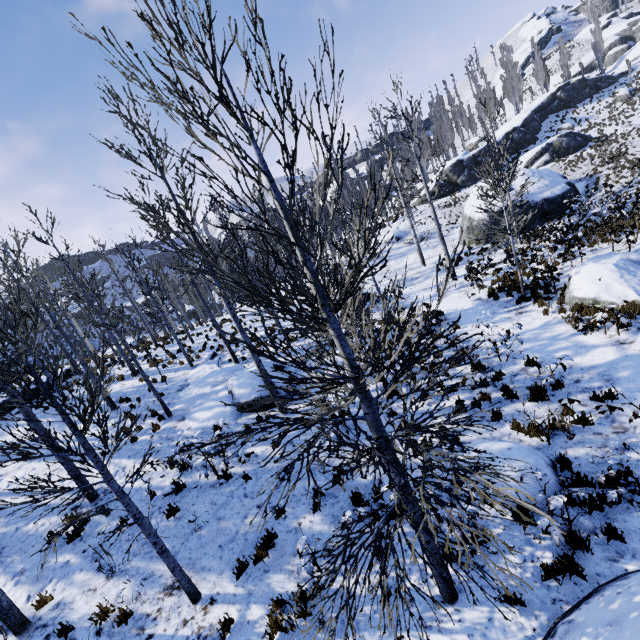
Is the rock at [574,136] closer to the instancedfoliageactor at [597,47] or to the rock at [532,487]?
the instancedfoliageactor at [597,47]

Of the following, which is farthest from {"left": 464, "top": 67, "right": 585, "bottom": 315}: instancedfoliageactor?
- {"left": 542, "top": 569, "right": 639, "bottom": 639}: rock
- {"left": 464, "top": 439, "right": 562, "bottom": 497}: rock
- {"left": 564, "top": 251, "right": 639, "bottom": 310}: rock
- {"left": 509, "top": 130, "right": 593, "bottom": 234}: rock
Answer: {"left": 542, "top": 569, "right": 639, "bottom": 639}: rock

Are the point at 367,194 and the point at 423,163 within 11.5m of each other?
no

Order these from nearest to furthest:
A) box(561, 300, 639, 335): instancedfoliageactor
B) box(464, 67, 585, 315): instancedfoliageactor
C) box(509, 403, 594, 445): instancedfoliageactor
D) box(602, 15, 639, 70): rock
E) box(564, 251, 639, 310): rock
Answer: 1. box(509, 403, 594, 445): instancedfoliageactor
2. box(561, 300, 639, 335): instancedfoliageactor
3. box(564, 251, 639, 310): rock
4. box(464, 67, 585, 315): instancedfoliageactor
5. box(602, 15, 639, 70): rock

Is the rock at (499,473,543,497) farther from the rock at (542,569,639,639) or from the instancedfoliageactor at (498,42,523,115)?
the instancedfoliageactor at (498,42,523,115)

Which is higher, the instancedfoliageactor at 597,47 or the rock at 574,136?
the instancedfoliageactor at 597,47

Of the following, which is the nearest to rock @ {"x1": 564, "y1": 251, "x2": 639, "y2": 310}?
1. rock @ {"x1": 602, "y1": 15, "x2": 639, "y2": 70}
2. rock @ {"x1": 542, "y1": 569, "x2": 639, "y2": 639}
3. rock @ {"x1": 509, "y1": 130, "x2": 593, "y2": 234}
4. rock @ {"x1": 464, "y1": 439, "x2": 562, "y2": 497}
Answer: rock @ {"x1": 464, "y1": 439, "x2": 562, "y2": 497}

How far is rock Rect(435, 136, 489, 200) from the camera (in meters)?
38.50
